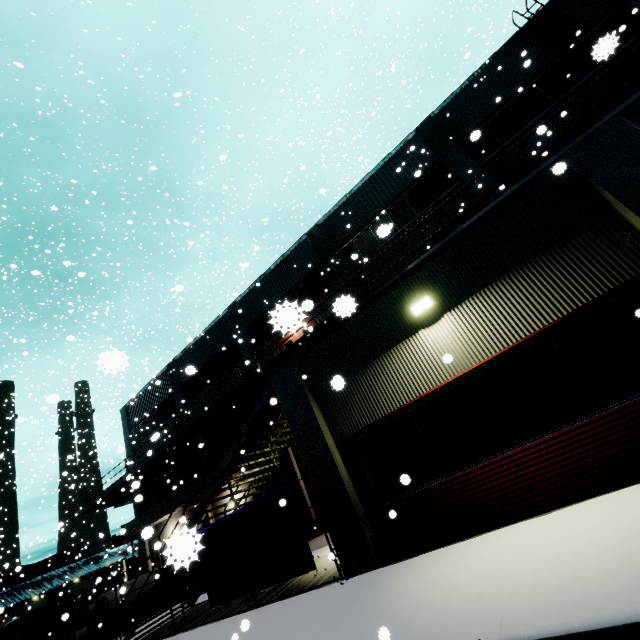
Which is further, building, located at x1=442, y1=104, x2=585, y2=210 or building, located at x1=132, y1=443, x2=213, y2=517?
building, located at x1=132, y1=443, x2=213, y2=517

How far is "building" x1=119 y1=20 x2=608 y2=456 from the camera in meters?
13.6

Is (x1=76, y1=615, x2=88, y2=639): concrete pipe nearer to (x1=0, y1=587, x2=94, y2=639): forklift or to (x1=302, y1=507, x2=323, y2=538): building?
(x1=302, y1=507, x2=323, y2=538): building

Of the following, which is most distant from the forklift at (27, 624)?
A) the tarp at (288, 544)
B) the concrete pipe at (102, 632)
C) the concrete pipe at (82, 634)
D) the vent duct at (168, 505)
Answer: the concrete pipe at (82, 634)

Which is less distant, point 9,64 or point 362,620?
point 362,620

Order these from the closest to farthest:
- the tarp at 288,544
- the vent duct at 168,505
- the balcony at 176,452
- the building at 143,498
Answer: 1. the balcony at 176,452
2. the tarp at 288,544
3. the vent duct at 168,505
4. the building at 143,498

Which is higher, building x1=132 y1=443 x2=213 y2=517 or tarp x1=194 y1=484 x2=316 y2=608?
building x1=132 y1=443 x2=213 y2=517

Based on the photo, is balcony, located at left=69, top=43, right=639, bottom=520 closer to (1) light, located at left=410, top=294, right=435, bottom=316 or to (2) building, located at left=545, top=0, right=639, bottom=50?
(2) building, located at left=545, top=0, right=639, bottom=50
